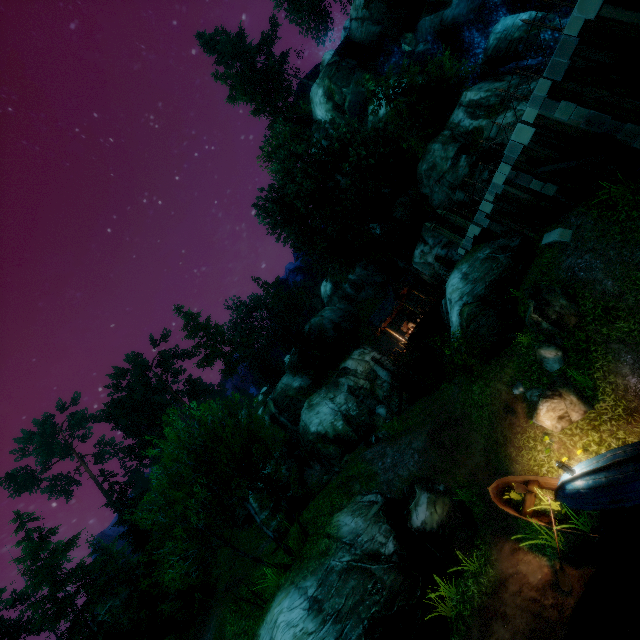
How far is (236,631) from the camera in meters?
14.3

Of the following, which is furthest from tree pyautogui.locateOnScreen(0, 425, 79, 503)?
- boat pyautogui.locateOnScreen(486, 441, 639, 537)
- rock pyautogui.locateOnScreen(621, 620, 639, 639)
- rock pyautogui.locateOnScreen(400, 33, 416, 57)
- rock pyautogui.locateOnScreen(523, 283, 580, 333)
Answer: rock pyautogui.locateOnScreen(523, 283, 580, 333)

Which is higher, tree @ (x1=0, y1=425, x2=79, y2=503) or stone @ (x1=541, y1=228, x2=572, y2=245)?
tree @ (x1=0, y1=425, x2=79, y2=503)

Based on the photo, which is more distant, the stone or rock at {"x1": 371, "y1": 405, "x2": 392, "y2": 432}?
rock at {"x1": 371, "y1": 405, "x2": 392, "y2": 432}

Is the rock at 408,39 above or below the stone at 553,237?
above

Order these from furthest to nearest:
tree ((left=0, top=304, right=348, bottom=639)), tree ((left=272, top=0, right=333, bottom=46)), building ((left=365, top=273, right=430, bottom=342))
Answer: tree ((left=272, top=0, right=333, bottom=46)) → building ((left=365, top=273, right=430, bottom=342)) → tree ((left=0, top=304, right=348, bottom=639))

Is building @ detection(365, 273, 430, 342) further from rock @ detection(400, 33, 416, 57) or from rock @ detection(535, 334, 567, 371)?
rock @ detection(400, 33, 416, 57)

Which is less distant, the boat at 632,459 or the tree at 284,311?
the boat at 632,459
